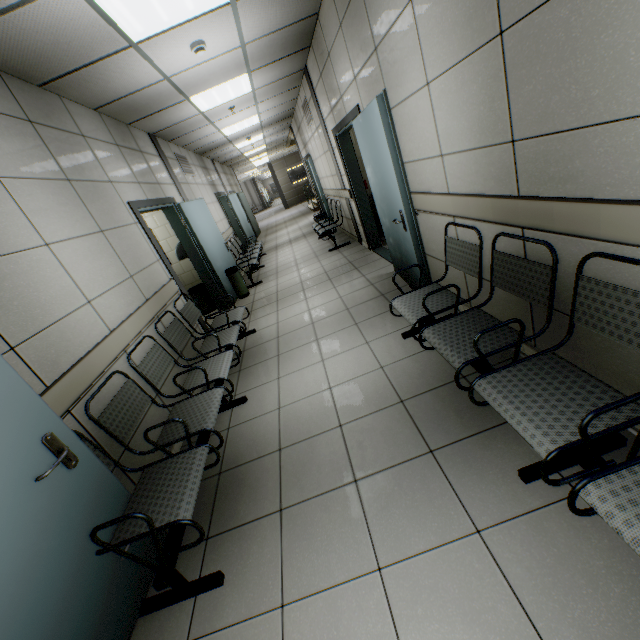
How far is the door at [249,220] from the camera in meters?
11.0 m

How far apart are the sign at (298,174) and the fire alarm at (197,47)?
20.4 meters

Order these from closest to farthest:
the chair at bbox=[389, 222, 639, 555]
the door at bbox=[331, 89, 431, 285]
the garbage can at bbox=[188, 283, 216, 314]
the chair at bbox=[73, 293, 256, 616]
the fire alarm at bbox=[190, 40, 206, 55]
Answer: the chair at bbox=[389, 222, 639, 555] < the chair at bbox=[73, 293, 256, 616] < the door at bbox=[331, 89, 431, 285] < the fire alarm at bbox=[190, 40, 206, 55] < the garbage can at bbox=[188, 283, 216, 314]

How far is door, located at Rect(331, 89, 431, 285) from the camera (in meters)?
2.83

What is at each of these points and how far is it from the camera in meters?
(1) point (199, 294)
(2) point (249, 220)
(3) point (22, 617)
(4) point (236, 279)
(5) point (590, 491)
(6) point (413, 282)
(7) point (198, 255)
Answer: (1) garbage can, 6.4
(2) door, 14.4
(3) door, 1.3
(4) garbage can, 6.4
(5) chair, 1.1
(6) door, 3.8
(7) door, 5.8

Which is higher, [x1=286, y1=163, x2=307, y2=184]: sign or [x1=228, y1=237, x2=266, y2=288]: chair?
[x1=286, y1=163, x2=307, y2=184]: sign

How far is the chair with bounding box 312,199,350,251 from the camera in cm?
723

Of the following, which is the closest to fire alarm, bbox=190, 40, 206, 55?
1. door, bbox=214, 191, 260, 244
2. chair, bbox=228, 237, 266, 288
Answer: chair, bbox=228, 237, 266, 288
